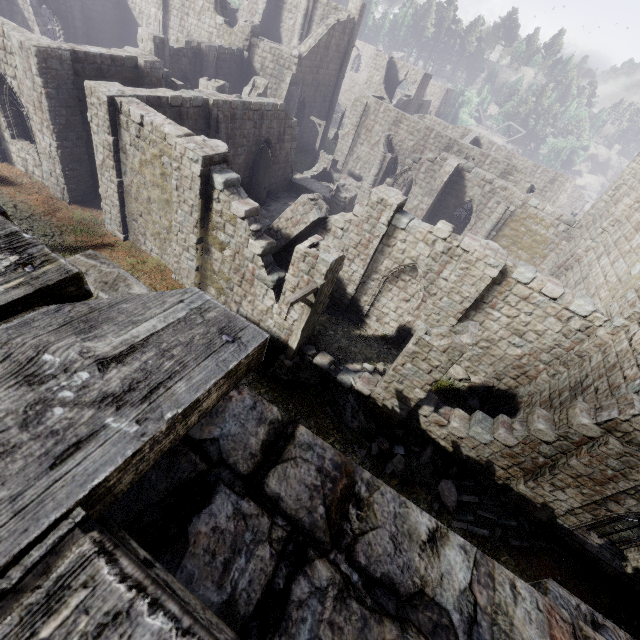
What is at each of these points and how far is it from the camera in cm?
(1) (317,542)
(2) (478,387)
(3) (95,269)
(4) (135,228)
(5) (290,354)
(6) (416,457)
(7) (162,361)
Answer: (1) building, 120
(2) rubble, 1471
(3) building, 172
(4) building, 1471
(5) wooden lamp post, 1127
(6) rubble, 1122
(7) wooden plank rubble, 93

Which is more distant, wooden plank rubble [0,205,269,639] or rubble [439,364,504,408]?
rubble [439,364,504,408]

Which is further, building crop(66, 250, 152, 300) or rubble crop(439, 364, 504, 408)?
rubble crop(439, 364, 504, 408)

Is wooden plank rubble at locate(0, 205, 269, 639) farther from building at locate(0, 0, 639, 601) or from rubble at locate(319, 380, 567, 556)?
rubble at locate(319, 380, 567, 556)

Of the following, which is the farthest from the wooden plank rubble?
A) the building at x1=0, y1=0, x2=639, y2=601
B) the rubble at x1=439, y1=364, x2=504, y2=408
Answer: the rubble at x1=439, y1=364, x2=504, y2=408

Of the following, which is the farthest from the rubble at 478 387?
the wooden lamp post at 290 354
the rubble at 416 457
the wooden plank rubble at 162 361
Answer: the wooden plank rubble at 162 361

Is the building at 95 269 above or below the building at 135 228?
above

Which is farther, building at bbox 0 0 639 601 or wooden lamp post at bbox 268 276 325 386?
building at bbox 0 0 639 601
